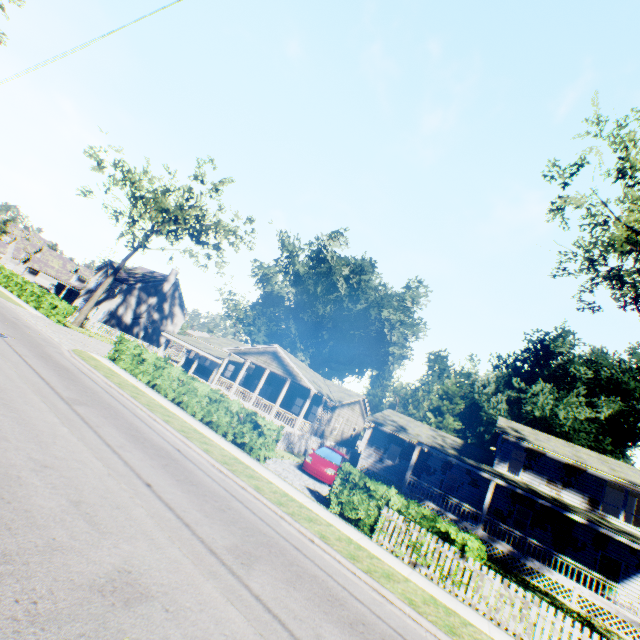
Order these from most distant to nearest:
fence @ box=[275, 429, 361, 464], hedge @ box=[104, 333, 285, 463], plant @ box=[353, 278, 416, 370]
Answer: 1. plant @ box=[353, 278, 416, 370]
2. fence @ box=[275, 429, 361, 464]
3. hedge @ box=[104, 333, 285, 463]

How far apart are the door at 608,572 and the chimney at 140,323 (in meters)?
51.42

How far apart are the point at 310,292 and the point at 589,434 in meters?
43.7 m

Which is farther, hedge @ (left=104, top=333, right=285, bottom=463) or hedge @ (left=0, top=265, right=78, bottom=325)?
hedge @ (left=0, top=265, right=78, bottom=325)

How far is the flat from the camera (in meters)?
27.27

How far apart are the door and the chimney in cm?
5142

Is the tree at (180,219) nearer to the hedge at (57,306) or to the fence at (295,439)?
the fence at (295,439)

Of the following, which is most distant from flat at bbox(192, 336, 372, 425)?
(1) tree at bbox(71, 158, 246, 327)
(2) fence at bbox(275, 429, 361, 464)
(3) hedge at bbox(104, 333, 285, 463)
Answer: (1) tree at bbox(71, 158, 246, 327)
